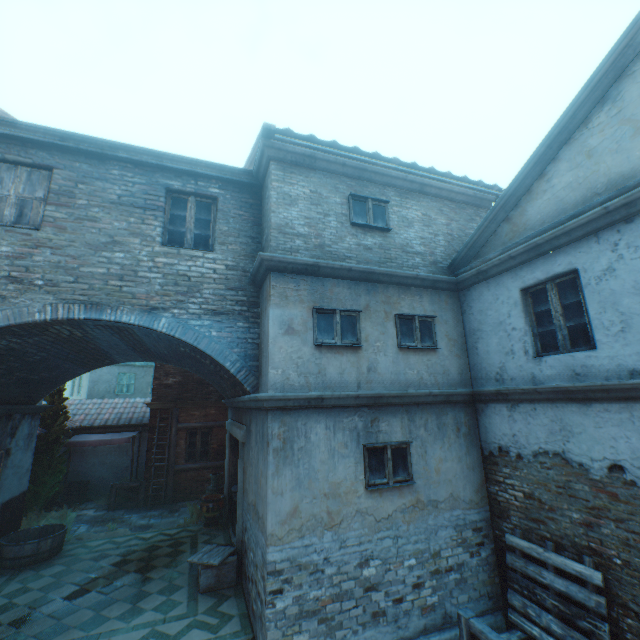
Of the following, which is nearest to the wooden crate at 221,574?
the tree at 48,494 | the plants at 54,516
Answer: the plants at 54,516

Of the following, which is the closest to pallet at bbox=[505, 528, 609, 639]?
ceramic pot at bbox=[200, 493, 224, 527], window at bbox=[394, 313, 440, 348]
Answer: window at bbox=[394, 313, 440, 348]

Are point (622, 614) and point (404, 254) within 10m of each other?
yes

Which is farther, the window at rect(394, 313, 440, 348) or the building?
the window at rect(394, 313, 440, 348)

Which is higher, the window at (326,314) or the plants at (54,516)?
the window at (326,314)

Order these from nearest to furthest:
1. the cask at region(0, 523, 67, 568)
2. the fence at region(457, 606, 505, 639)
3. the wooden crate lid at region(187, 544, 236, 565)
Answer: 1. the fence at region(457, 606, 505, 639)
2. the wooden crate lid at region(187, 544, 236, 565)
3. the cask at region(0, 523, 67, 568)

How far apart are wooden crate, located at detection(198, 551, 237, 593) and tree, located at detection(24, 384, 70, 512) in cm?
704

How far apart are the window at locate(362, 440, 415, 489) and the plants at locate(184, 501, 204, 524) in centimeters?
761cm
